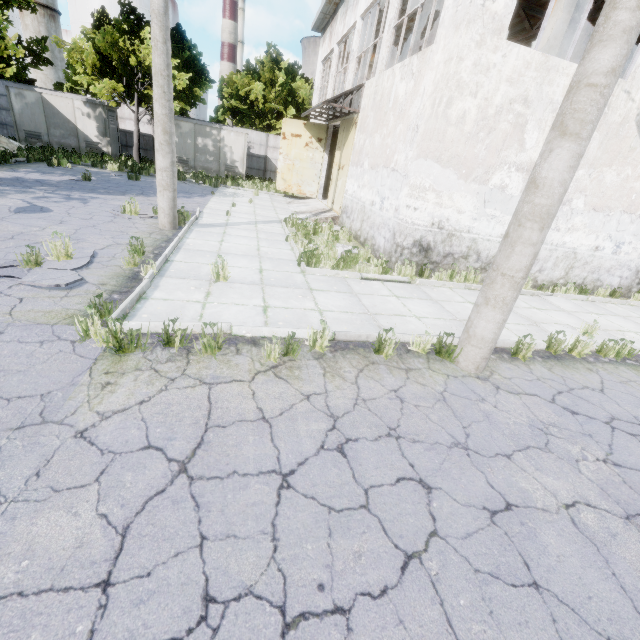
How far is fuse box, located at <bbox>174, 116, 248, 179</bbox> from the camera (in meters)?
22.31

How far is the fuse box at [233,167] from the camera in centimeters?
2231cm

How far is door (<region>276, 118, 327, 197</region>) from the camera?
17.9m

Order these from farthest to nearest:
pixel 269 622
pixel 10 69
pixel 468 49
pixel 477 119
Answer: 1. pixel 10 69
2. pixel 477 119
3. pixel 468 49
4. pixel 269 622

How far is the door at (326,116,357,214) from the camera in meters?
13.5

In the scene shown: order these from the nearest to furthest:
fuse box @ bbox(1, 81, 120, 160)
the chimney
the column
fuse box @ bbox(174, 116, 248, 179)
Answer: the column
fuse box @ bbox(1, 81, 120, 160)
fuse box @ bbox(174, 116, 248, 179)
the chimney

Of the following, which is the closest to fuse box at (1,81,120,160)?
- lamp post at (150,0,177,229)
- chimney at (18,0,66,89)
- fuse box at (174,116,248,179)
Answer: fuse box at (174,116,248,179)

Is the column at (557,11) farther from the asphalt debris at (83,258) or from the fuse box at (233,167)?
the fuse box at (233,167)
